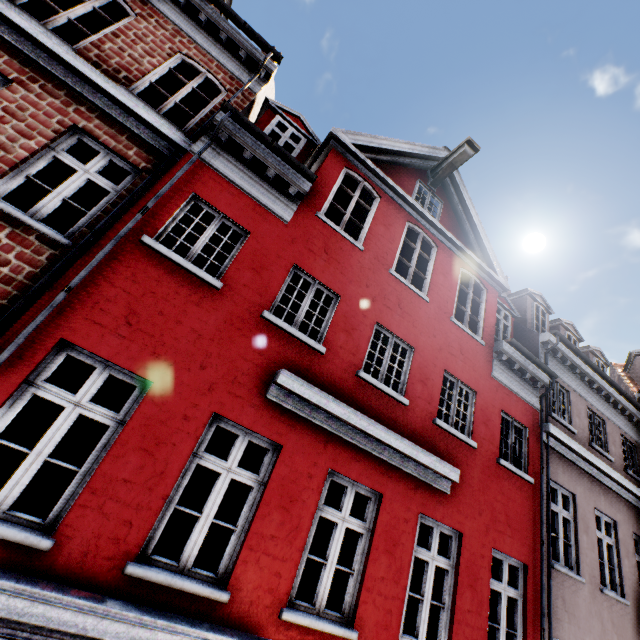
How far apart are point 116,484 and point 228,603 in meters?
2.0 m
